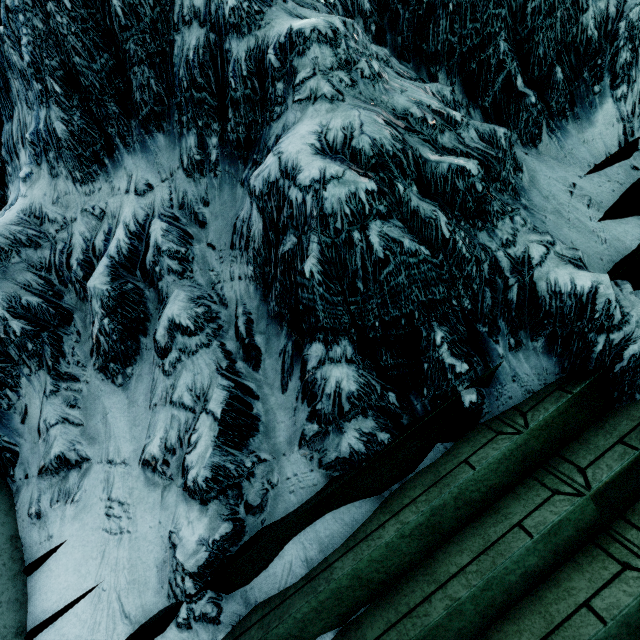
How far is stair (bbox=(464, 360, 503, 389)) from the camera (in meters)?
1.16

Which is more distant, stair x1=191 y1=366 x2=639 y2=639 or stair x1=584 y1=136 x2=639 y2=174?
stair x1=584 y1=136 x2=639 y2=174

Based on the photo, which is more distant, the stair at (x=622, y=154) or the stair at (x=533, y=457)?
the stair at (x=622, y=154)

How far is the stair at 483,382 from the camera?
1.2 meters

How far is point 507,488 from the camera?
1.06m

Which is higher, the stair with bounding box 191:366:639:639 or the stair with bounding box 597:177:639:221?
the stair with bounding box 597:177:639:221
